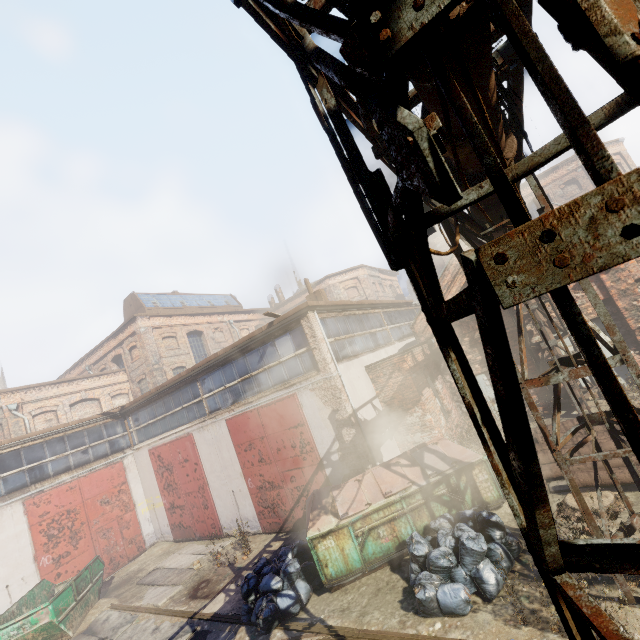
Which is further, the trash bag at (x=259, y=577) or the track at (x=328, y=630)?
the trash bag at (x=259, y=577)

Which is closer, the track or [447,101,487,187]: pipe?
[447,101,487,187]: pipe

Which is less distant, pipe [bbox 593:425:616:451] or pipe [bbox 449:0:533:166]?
pipe [bbox 449:0:533:166]

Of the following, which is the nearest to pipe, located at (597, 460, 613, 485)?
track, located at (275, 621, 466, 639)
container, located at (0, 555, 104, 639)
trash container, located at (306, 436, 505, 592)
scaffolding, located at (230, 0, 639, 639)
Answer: trash container, located at (306, 436, 505, 592)

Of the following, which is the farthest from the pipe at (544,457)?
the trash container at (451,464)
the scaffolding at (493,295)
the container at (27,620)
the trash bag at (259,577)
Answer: the container at (27,620)

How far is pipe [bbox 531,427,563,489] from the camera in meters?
7.8 m

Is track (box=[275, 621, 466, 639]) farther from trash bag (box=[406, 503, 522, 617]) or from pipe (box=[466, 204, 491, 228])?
pipe (box=[466, 204, 491, 228])

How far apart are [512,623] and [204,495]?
11.81m
